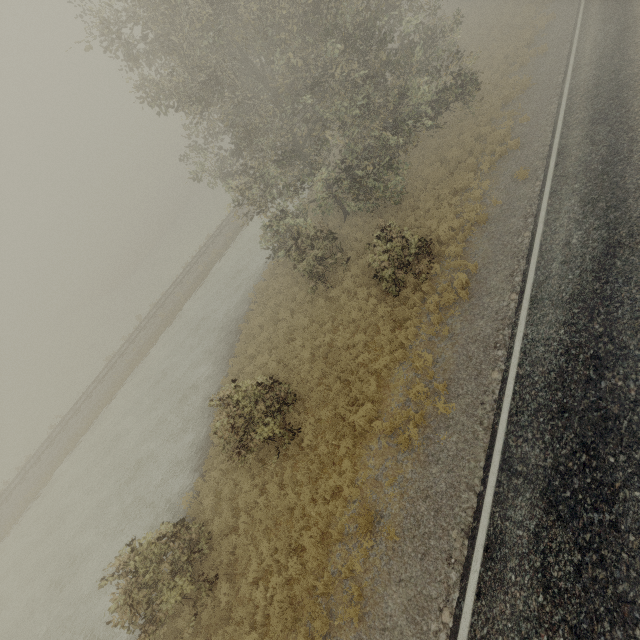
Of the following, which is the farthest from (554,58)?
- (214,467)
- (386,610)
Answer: (214,467)
